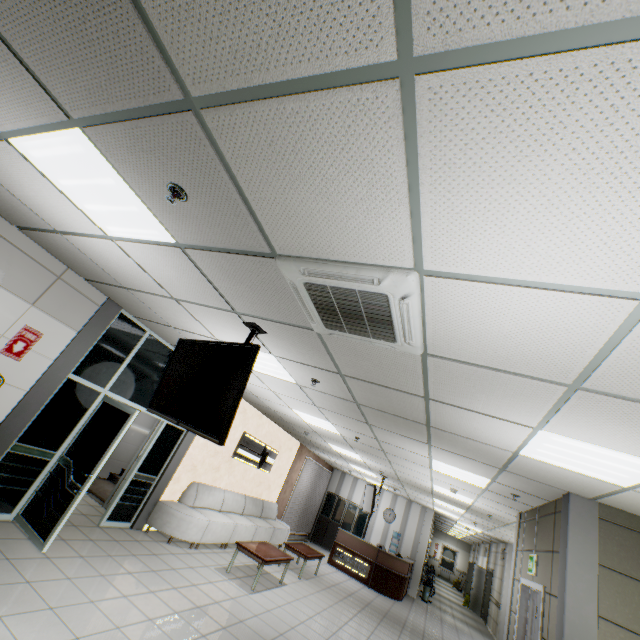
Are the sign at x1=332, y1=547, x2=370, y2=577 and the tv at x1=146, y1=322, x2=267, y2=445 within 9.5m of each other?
no

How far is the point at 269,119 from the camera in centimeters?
140cm

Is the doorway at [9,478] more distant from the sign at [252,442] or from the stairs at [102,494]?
the sign at [252,442]

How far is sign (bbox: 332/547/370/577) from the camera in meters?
11.2 m

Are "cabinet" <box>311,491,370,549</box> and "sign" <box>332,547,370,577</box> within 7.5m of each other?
yes

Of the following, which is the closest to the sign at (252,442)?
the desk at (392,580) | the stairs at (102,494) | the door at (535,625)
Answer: the stairs at (102,494)

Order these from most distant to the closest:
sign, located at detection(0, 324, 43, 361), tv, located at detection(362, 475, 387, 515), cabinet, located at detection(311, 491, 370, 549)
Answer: cabinet, located at detection(311, 491, 370, 549) < tv, located at detection(362, 475, 387, 515) < sign, located at detection(0, 324, 43, 361)

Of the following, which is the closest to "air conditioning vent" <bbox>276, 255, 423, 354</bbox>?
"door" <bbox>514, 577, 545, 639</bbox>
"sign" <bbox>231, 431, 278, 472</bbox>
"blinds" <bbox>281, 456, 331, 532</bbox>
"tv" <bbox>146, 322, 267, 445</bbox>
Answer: "tv" <bbox>146, 322, 267, 445</bbox>
